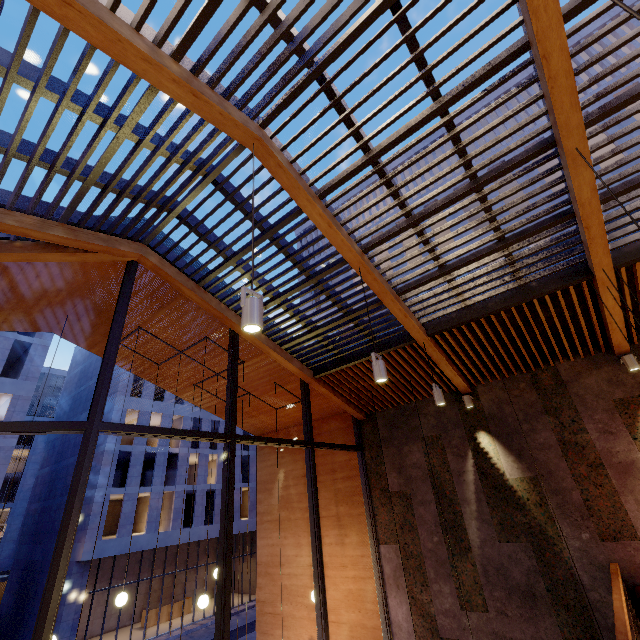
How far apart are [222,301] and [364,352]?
2.94m

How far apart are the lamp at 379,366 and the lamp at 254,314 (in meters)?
1.81

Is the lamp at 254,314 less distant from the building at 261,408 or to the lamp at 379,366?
the lamp at 379,366

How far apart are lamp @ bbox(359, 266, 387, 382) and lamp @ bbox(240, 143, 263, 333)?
1.81m

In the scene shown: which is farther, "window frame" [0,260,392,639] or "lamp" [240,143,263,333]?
"window frame" [0,260,392,639]

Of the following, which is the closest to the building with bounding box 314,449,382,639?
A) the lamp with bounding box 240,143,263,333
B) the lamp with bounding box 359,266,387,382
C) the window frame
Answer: the window frame

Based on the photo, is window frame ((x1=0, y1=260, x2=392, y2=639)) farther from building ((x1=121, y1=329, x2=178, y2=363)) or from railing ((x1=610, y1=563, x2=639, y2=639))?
railing ((x1=610, y1=563, x2=639, y2=639))

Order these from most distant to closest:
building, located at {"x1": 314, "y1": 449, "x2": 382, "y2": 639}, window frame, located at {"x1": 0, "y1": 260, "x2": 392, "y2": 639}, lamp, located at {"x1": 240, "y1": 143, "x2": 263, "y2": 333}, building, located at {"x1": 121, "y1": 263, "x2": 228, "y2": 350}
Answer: building, located at {"x1": 314, "y1": 449, "x2": 382, "y2": 639}, building, located at {"x1": 121, "y1": 263, "x2": 228, "y2": 350}, window frame, located at {"x1": 0, "y1": 260, "x2": 392, "y2": 639}, lamp, located at {"x1": 240, "y1": 143, "x2": 263, "y2": 333}
